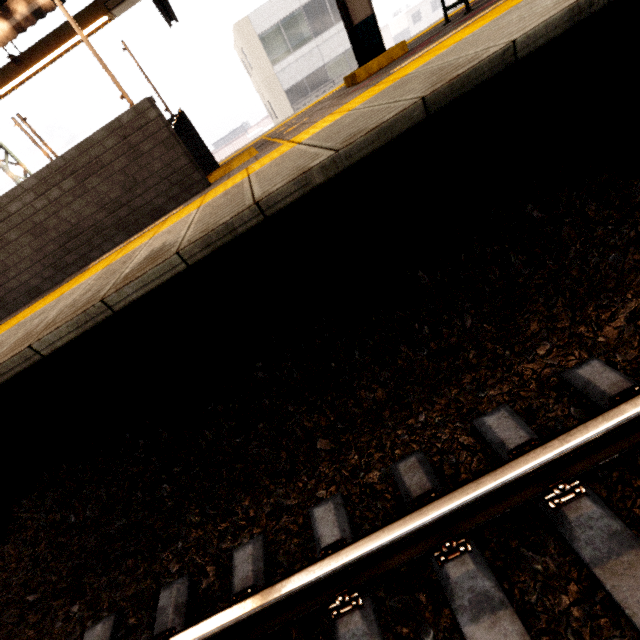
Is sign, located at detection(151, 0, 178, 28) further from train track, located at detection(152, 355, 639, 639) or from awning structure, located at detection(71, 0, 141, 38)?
train track, located at detection(152, 355, 639, 639)

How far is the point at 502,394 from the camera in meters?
1.7

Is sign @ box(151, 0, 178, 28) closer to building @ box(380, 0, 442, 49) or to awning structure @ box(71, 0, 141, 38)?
awning structure @ box(71, 0, 141, 38)

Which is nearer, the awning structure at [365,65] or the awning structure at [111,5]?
the awning structure at [365,65]

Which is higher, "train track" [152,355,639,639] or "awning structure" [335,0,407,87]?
"awning structure" [335,0,407,87]

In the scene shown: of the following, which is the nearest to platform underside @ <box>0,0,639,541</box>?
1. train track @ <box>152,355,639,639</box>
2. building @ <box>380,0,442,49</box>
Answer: train track @ <box>152,355,639,639</box>

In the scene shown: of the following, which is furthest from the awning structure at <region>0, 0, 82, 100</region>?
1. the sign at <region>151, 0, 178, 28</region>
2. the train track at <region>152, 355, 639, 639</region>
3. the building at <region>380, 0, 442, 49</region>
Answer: the building at <region>380, 0, 442, 49</region>

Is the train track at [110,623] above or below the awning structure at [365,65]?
below
